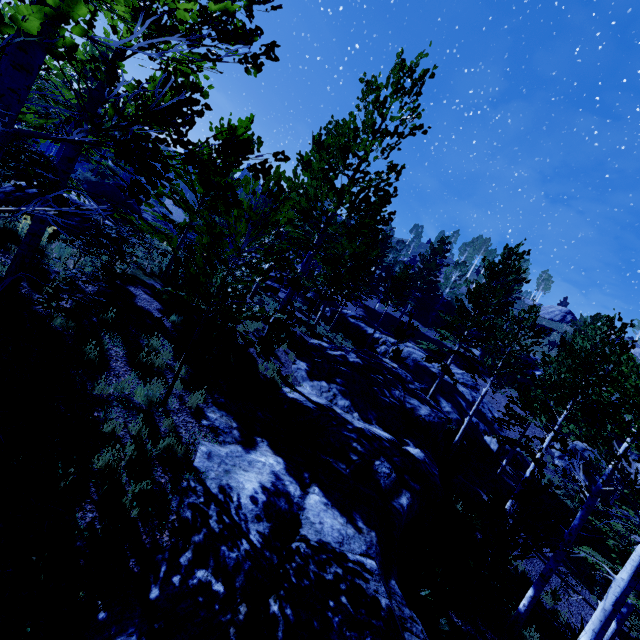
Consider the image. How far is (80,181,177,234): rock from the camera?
18.6m

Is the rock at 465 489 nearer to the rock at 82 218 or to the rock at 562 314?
the rock at 82 218

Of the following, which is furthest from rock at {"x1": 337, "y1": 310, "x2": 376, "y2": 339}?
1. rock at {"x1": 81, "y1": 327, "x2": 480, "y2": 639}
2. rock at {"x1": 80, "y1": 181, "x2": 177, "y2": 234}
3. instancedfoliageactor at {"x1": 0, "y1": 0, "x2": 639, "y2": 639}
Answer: rock at {"x1": 80, "y1": 181, "x2": 177, "y2": 234}

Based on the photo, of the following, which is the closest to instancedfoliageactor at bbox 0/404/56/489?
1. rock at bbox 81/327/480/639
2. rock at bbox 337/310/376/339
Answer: rock at bbox 81/327/480/639

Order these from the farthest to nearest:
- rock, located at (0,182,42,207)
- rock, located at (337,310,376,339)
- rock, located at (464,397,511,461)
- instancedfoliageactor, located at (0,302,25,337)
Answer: rock, located at (337,310,376,339) → rock, located at (464,397,511,461) → rock, located at (0,182,42,207) → instancedfoliageactor, located at (0,302,25,337)

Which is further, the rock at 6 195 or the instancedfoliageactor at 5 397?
the rock at 6 195

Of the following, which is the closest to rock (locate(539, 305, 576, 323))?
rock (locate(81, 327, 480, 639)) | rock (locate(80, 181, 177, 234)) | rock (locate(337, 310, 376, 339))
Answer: rock (locate(337, 310, 376, 339))

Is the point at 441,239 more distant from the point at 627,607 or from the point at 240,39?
the point at 240,39
